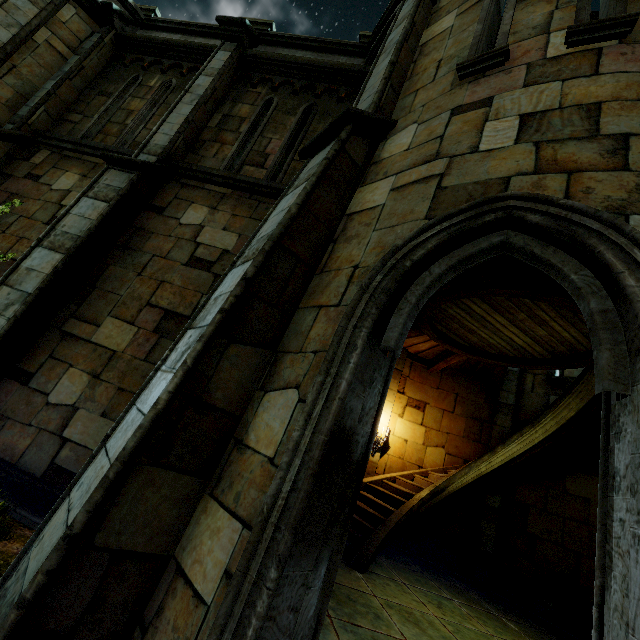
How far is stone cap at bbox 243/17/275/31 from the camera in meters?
7.9 m

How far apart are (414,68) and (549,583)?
11.2m

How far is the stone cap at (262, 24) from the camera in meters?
7.9 m

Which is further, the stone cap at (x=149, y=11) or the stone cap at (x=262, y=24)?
the stone cap at (x=149, y=11)

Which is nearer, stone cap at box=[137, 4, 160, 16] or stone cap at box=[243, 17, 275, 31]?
stone cap at box=[243, 17, 275, 31]
